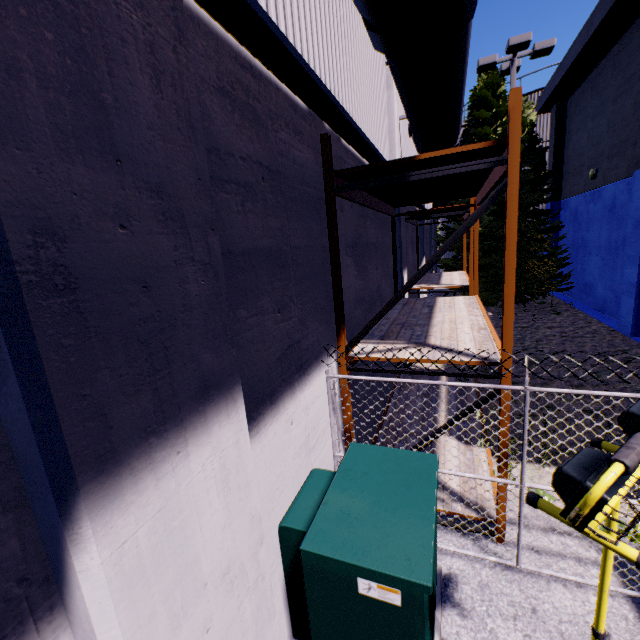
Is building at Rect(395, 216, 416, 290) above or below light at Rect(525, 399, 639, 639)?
above

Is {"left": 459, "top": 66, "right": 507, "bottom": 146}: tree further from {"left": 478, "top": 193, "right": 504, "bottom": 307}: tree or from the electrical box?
the electrical box

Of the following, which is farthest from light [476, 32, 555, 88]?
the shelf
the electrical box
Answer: the electrical box

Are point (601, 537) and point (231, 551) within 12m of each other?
yes

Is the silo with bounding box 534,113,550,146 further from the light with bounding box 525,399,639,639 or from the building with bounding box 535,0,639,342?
the light with bounding box 525,399,639,639

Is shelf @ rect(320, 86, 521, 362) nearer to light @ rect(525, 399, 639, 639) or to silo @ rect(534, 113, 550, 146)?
light @ rect(525, 399, 639, 639)

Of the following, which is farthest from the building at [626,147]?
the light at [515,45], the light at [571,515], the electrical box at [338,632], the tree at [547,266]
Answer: the light at [515,45]

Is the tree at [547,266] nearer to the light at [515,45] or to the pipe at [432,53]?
the light at [515,45]
